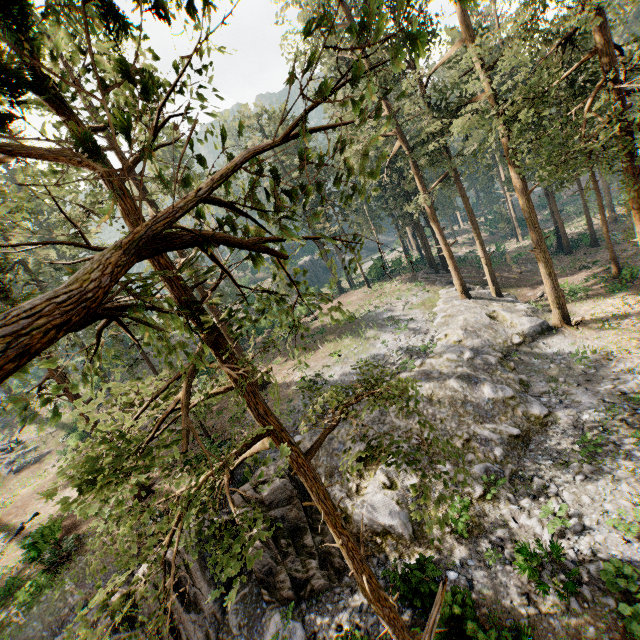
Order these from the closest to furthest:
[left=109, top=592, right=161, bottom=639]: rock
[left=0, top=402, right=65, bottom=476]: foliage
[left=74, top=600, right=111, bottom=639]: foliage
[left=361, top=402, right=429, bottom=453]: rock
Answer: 1. [left=0, top=402, right=65, bottom=476]: foliage
2. [left=74, top=600, right=111, bottom=639]: foliage
3. [left=109, top=592, right=161, bottom=639]: rock
4. [left=361, top=402, right=429, bottom=453]: rock

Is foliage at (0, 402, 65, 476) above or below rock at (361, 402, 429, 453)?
above

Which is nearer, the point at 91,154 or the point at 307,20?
the point at 91,154

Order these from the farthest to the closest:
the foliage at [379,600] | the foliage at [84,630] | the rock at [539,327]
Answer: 1. the rock at [539,327]
2. the foliage at [84,630]
3. the foliage at [379,600]

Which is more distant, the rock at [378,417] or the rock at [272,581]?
A: the rock at [378,417]

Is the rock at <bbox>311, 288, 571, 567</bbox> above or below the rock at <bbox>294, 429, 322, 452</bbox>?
below

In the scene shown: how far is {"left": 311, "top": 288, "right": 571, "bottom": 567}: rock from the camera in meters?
13.6 m

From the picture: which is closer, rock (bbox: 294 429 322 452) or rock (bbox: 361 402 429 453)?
rock (bbox: 361 402 429 453)
